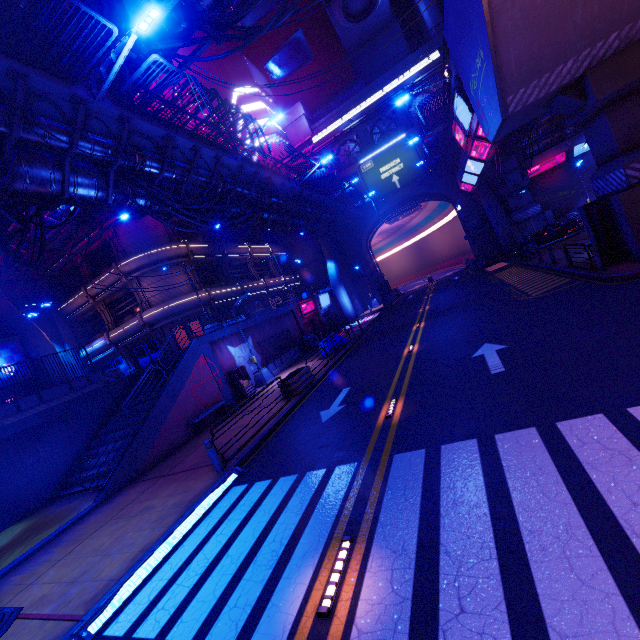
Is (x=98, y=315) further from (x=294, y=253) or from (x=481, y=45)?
(x=481, y=45)

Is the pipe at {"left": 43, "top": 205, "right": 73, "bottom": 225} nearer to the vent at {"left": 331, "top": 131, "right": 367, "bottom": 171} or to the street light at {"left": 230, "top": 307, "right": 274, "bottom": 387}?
the vent at {"left": 331, "top": 131, "right": 367, "bottom": 171}

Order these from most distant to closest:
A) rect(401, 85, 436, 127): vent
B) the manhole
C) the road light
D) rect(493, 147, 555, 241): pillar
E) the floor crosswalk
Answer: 1. rect(401, 85, 436, 127): vent
2. rect(493, 147, 555, 241): pillar
3. the manhole
4. the floor crosswalk
5. the road light

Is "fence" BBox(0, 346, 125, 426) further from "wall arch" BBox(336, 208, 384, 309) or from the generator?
"wall arch" BBox(336, 208, 384, 309)

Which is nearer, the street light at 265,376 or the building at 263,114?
the street light at 265,376

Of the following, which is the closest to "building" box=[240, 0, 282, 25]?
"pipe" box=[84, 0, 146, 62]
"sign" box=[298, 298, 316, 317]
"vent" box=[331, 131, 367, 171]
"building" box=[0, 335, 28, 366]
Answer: "pipe" box=[84, 0, 146, 62]

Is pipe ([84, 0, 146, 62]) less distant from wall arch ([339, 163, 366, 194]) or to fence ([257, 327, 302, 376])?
wall arch ([339, 163, 366, 194])

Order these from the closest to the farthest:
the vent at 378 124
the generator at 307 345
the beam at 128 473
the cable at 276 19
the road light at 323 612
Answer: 1. the road light at 323 612
2. the cable at 276 19
3. the beam at 128 473
4. the generator at 307 345
5. the vent at 378 124
